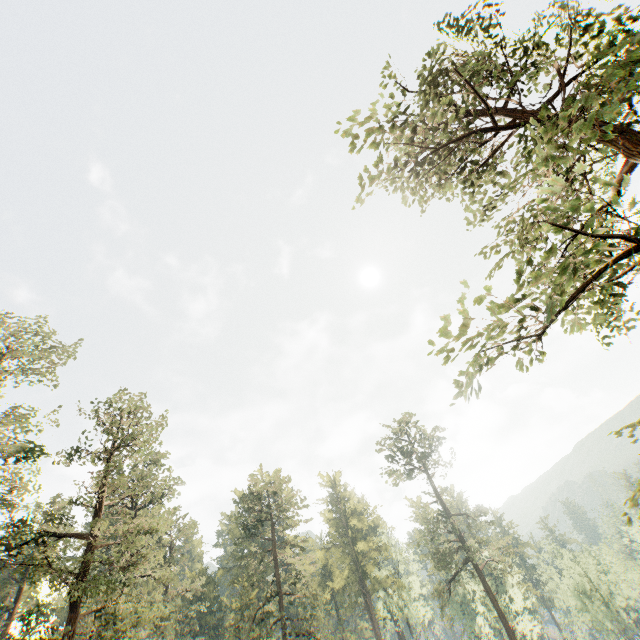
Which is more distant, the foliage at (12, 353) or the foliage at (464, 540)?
the foliage at (464, 540)

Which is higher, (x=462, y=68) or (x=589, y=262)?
(x=462, y=68)

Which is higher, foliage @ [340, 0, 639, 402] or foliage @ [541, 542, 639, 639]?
foliage @ [340, 0, 639, 402]

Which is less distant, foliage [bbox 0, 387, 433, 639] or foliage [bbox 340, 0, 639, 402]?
foliage [bbox 340, 0, 639, 402]

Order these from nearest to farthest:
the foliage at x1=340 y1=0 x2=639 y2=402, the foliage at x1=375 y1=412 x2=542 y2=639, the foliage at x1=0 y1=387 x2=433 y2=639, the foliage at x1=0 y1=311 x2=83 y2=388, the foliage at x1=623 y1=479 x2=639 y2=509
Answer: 1. the foliage at x1=623 y1=479 x2=639 y2=509
2. the foliage at x1=340 y1=0 x2=639 y2=402
3. the foliage at x1=0 y1=387 x2=433 y2=639
4. the foliage at x1=0 y1=311 x2=83 y2=388
5. the foliage at x1=375 y1=412 x2=542 y2=639

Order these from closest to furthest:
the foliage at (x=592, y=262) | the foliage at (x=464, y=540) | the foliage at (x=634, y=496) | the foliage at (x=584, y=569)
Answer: the foliage at (x=634, y=496) < the foliage at (x=592, y=262) < the foliage at (x=464, y=540) < the foliage at (x=584, y=569)
